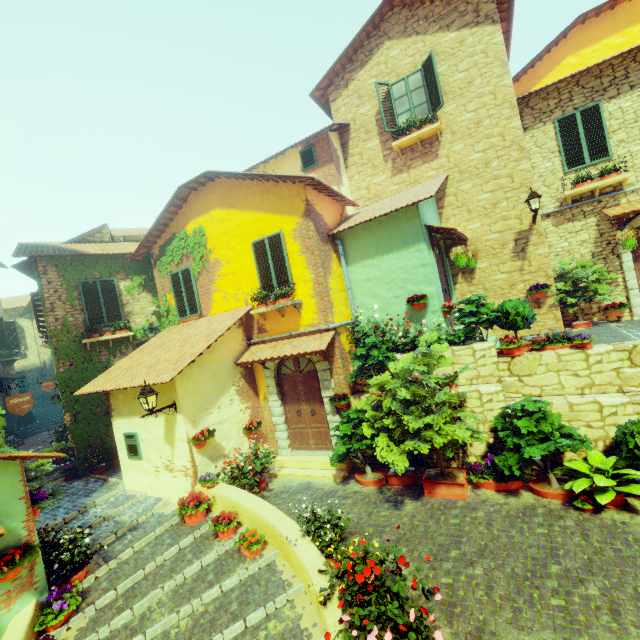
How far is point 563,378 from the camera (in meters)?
6.60

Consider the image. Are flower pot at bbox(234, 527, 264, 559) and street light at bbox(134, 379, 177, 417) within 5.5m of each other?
yes

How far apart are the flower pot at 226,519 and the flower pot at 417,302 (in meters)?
6.31

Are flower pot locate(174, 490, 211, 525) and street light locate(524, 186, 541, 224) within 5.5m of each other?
no

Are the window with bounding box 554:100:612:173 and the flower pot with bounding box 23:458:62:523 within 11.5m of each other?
no

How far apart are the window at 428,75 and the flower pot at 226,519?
11.6m

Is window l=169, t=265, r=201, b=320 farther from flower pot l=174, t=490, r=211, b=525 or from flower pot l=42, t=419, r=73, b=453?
flower pot l=42, t=419, r=73, b=453

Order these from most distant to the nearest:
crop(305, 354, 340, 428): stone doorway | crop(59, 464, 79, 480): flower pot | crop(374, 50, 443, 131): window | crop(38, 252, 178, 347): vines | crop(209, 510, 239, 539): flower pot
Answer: crop(38, 252, 178, 347): vines, crop(59, 464, 79, 480): flower pot, crop(374, 50, 443, 131): window, crop(305, 354, 340, 428): stone doorway, crop(209, 510, 239, 539): flower pot
